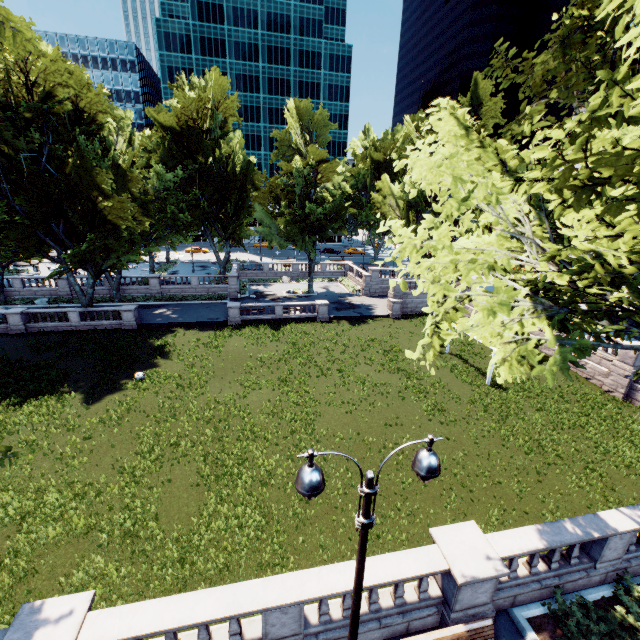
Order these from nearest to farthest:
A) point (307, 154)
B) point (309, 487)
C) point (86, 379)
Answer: point (309, 487)
point (86, 379)
point (307, 154)

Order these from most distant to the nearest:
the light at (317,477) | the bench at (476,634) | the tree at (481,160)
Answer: the bench at (476,634)
the tree at (481,160)
the light at (317,477)

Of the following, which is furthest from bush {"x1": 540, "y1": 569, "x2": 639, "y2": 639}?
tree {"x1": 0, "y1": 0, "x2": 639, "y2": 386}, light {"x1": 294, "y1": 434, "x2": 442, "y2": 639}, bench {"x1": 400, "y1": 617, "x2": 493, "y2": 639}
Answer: light {"x1": 294, "y1": 434, "x2": 442, "y2": 639}

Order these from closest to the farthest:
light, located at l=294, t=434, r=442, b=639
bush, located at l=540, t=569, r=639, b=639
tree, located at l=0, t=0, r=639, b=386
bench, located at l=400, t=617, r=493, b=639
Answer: light, located at l=294, t=434, r=442, b=639, tree, located at l=0, t=0, r=639, b=386, bench, located at l=400, t=617, r=493, b=639, bush, located at l=540, t=569, r=639, b=639

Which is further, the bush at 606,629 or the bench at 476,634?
the bush at 606,629

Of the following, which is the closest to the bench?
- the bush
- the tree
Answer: the bush

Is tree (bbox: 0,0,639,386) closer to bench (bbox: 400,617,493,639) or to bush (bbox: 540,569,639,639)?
bush (bbox: 540,569,639,639)
